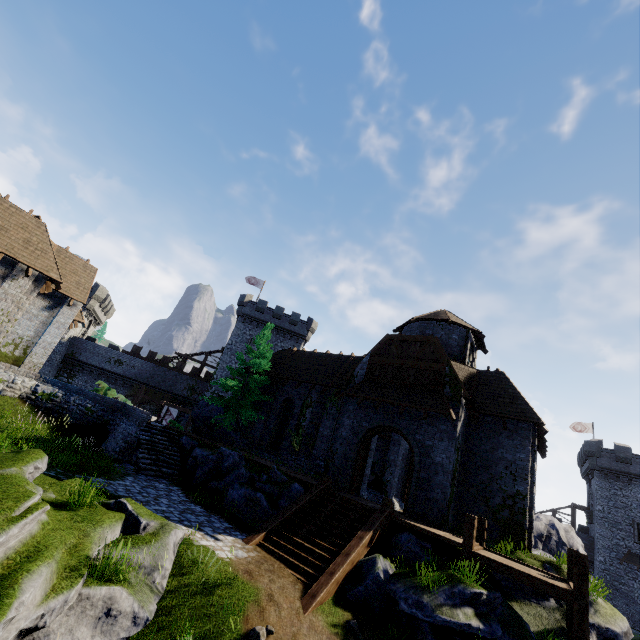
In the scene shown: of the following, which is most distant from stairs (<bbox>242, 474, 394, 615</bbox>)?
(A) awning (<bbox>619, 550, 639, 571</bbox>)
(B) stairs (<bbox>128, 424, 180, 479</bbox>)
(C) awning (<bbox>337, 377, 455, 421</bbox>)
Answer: (A) awning (<bbox>619, 550, 639, 571</bbox>)

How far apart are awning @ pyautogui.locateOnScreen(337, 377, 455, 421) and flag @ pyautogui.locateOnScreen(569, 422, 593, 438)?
42.5m

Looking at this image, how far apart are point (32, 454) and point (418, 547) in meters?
12.7

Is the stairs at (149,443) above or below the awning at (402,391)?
below

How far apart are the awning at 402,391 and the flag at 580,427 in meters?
42.5

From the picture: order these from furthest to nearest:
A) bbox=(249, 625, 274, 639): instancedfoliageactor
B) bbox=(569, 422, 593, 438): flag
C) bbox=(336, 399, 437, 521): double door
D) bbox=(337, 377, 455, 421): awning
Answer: bbox=(569, 422, 593, 438): flag
bbox=(337, 377, 455, 421): awning
bbox=(336, 399, 437, 521): double door
bbox=(249, 625, 274, 639): instancedfoliageactor

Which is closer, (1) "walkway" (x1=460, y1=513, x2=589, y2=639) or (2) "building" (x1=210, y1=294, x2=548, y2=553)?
(1) "walkway" (x1=460, y1=513, x2=589, y2=639)

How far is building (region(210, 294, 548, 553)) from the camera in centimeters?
1499cm
